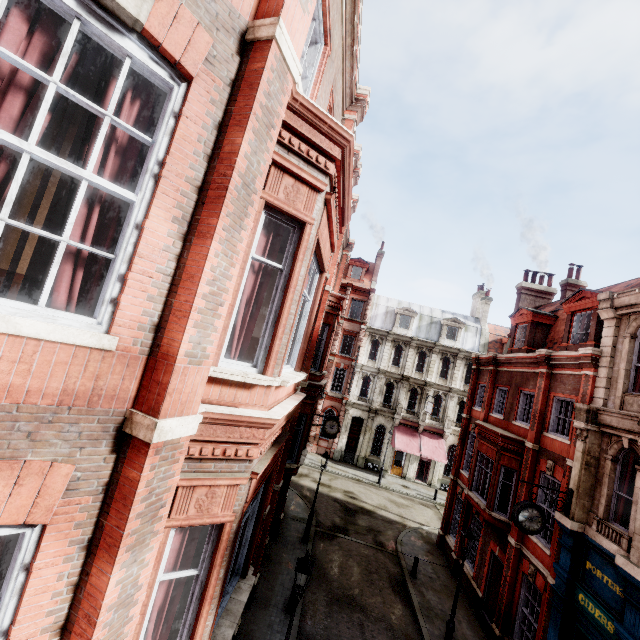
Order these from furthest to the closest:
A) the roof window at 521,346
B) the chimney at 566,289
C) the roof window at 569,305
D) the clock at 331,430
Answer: the chimney at 566,289 → the clock at 331,430 → the roof window at 521,346 → the roof window at 569,305

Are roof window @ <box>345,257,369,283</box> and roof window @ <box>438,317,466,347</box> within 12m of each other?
yes

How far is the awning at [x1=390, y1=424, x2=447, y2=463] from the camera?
29.9m

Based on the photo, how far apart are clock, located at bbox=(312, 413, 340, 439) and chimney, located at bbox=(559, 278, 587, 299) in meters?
16.7

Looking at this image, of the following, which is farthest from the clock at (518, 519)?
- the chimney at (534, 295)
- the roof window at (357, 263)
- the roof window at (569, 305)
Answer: the roof window at (357, 263)

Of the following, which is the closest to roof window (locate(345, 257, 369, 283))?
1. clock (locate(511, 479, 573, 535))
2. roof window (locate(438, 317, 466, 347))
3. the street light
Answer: roof window (locate(438, 317, 466, 347))

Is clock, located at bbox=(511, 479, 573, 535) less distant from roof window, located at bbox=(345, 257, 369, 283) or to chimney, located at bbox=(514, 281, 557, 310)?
chimney, located at bbox=(514, 281, 557, 310)

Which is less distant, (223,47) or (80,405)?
(80,405)
